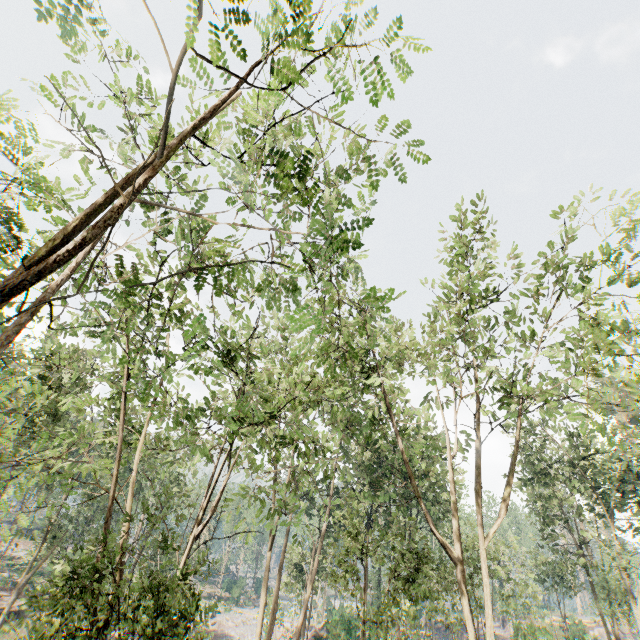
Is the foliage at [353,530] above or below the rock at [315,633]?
above

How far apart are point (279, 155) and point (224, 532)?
68.6 meters

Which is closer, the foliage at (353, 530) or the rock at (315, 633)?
the foliage at (353, 530)

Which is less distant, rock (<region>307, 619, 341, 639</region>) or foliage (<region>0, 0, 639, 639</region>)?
foliage (<region>0, 0, 639, 639</region>)

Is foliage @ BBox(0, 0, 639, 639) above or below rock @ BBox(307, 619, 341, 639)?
above
